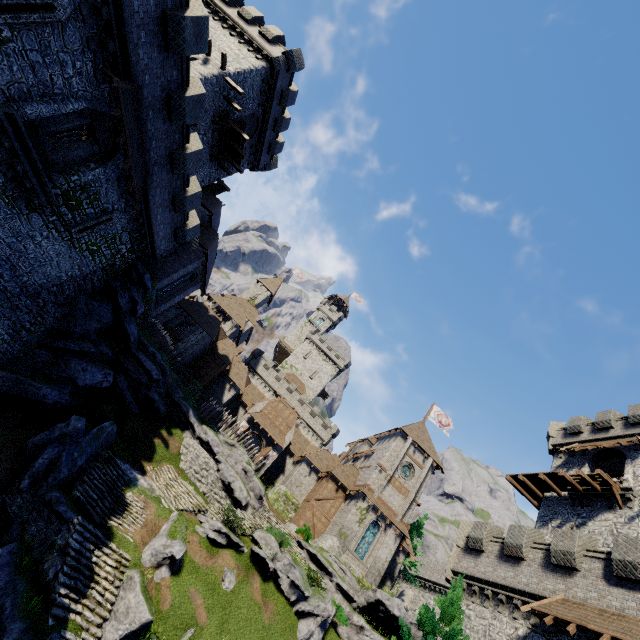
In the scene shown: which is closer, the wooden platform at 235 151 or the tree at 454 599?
the tree at 454 599

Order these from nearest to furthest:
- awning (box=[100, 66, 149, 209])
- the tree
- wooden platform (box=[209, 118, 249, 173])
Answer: awning (box=[100, 66, 149, 209]) → the tree → wooden platform (box=[209, 118, 249, 173])

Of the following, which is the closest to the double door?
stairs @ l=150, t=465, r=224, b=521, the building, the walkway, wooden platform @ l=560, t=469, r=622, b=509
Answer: stairs @ l=150, t=465, r=224, b=521

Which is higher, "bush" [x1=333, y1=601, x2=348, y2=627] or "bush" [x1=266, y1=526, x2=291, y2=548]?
"bush" [x1=266, y1=526, x2=291, y2=548]

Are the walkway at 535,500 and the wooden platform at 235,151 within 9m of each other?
no

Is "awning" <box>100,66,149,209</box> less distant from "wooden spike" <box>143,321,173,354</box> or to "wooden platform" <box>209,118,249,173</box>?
"wooden platform" <box>209,118,249,173</box>

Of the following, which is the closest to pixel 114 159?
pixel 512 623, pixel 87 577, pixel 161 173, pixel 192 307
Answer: pixel 161 173

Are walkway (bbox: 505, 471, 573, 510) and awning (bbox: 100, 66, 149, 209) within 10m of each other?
no
